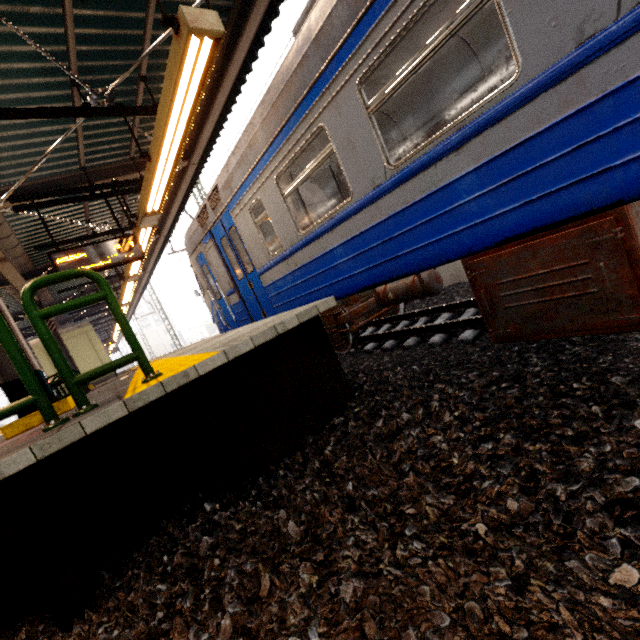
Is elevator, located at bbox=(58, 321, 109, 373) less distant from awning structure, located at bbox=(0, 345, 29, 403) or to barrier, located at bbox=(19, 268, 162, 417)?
awning structure, located at bbox=(0, 345, 29, 403)

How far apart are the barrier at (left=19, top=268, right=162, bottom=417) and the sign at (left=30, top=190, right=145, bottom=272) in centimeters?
429cm

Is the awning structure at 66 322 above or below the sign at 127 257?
above

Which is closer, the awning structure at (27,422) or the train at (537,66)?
the train at (537,66)

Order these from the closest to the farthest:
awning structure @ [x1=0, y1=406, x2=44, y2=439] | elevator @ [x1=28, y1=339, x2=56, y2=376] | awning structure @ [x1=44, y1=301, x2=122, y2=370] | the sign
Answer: awning structure @ [x1=0, y1=406, x2=44, y2=439] → the sign → awning structure @ [x1=44, y1=301, x2=122, y2=370] → elevator @ [x1=28, y1=339, x2=56, y2=376]

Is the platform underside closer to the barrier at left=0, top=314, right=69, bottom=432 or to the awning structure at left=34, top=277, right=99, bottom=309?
the barrier at left=0, top=314, right=69, bottom=432

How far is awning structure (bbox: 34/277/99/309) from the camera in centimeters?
1185cm

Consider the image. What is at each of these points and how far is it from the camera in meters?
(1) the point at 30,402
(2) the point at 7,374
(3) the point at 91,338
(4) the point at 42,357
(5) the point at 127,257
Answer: (1) barrier, 2.3 m
(2) awning structure, 3.7 m
(3) elevator, 15.6 m
(4) elevator, 14.5 m
(5) sign, 6.6 m
